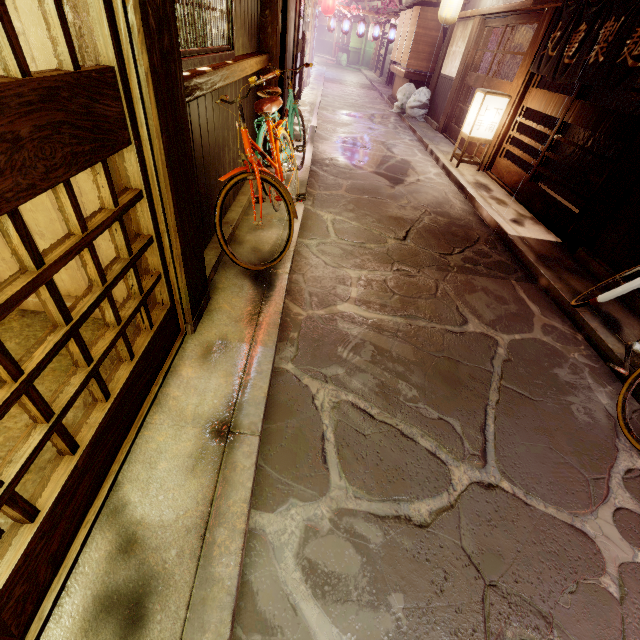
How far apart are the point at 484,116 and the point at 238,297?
13.0m

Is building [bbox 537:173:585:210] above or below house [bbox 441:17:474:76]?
below

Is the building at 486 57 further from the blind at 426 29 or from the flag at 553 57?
the blind at 426 29

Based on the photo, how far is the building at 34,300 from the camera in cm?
444

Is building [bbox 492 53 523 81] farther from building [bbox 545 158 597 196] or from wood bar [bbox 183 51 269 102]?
wood bar [bbox 183 51 269 102]

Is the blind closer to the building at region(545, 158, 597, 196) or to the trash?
the trash

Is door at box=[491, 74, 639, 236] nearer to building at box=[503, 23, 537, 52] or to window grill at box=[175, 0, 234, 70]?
building at box=[503, 23, 537, 52]

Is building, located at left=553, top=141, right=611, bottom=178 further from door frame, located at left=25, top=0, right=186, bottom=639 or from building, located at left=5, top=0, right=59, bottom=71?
building, located at left=5, top=0, right=59, bottom=71
